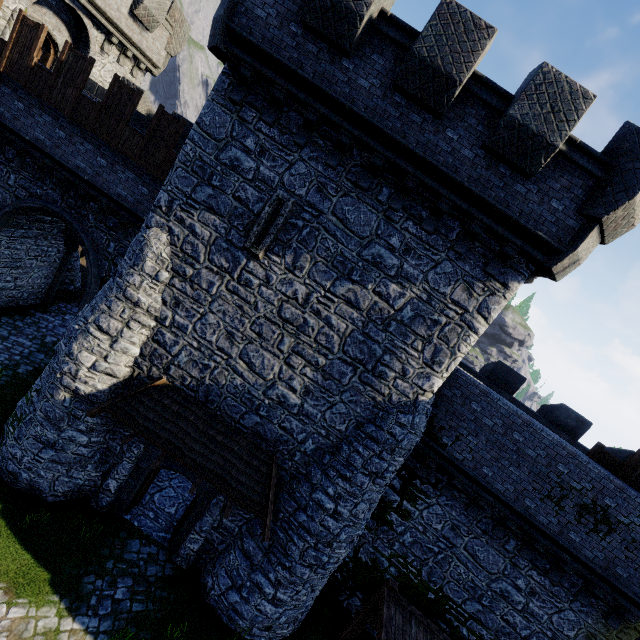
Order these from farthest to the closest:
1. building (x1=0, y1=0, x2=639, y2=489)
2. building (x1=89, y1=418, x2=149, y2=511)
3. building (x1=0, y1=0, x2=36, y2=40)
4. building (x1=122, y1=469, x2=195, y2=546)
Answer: building (x1=0, y1=0, x2=36, y2=40) → building (x1=122, y1=469, x2=195, y2=546) → building (x1=89, y1=418, x2=149, y2=511) → building (x1=0, y1=0, x2=639, y2=489)

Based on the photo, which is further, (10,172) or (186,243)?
(10,172)

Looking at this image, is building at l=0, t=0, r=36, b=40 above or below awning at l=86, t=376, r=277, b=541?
above

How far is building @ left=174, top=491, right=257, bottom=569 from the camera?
10.37m

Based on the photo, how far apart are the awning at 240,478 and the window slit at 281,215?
4.5m

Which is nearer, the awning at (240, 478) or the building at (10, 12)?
the awning at (240, 478)

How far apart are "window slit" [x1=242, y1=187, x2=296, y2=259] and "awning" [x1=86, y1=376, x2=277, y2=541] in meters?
4.5 m

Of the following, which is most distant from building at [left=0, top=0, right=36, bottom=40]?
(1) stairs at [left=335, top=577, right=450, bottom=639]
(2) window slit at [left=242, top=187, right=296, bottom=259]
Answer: (1) stairs at [left=335, top=577, right=450, bottom=639]
